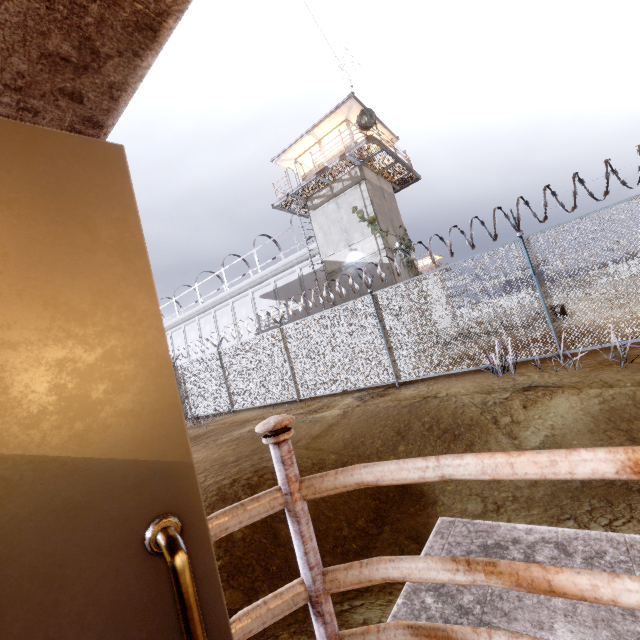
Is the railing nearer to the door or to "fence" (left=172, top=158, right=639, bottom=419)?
the door

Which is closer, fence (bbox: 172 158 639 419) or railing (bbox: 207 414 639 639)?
railing (bbox: 207 414 639 639)

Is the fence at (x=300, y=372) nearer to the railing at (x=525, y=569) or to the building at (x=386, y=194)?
the building at (x=386, y=194)

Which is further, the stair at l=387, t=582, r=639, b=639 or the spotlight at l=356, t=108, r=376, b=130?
the spotlight at l=356, t=108, r=376, b=130

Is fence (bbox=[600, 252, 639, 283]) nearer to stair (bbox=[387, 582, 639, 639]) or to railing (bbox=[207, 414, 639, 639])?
stair (bbox=[387, 582, 639, 639])

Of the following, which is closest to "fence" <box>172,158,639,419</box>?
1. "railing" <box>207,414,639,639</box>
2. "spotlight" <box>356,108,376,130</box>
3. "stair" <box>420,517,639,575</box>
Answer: "stair" <box>420,517,639,575</box>

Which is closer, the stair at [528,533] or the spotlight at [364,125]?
the stair at [528,533]

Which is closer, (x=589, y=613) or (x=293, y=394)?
(x=589, y=613)
